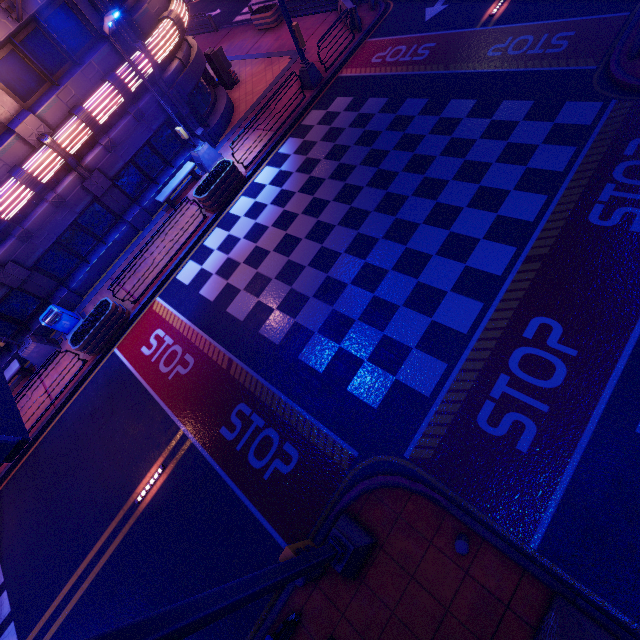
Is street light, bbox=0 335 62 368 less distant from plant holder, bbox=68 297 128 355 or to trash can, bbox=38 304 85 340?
trash can, bbox=38 304 85 340

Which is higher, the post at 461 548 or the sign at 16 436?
the sign at 16 436

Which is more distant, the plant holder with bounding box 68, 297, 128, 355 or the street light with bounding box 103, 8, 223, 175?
the plant holder with bounding box 68, 297, 128, 355

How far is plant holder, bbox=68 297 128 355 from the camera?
12.2 meters

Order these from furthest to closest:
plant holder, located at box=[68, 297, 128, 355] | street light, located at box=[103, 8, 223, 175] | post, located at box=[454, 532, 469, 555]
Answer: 1. plant holder, located at box=[68, 297, 128, 355]
2. street light, located at box=[103, 8, 223, 175]
3. post, located at box=[454, 532, 469, 555]

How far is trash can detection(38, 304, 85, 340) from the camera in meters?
13.4 m

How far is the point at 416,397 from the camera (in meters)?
7.66

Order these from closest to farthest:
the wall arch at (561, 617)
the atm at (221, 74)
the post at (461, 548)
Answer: the wall arch at (561, 617) < the post at (461, 548) < the atm at (221, 74)
